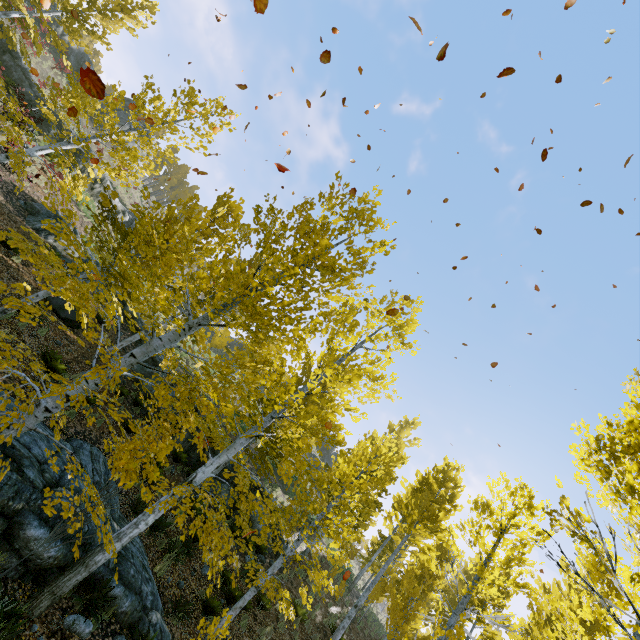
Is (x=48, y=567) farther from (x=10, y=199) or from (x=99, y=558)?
(x=10, y=199)

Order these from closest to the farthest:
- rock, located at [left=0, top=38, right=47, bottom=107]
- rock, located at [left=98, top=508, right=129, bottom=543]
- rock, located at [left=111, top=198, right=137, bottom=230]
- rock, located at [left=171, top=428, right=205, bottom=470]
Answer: rock, located at [left=98, top=508, right=129, bottom=543] < rock, located at [left=171, top=428, right=205, bottom=470] < rock, located at [left=0, top=38, right=47, bottom=107] < rock, located at [left=111, top=198, right=137, bottom=230]

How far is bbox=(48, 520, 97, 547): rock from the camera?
6.24m

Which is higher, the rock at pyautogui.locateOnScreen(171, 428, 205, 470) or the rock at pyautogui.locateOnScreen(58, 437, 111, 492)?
the rock at pyautogui.locateOnScreen(171, 428, 205, 470)

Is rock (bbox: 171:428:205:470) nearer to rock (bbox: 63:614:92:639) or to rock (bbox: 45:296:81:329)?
rock (bbox: 45:296:81:329)

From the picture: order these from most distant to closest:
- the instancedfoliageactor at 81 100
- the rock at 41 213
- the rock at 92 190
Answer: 1. the rock at 92 190
2. the rock at 41 213
3. the instancedfoliageactor at 81 100

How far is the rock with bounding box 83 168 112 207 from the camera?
25.6m

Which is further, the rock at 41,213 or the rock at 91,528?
the rock at 41,213
